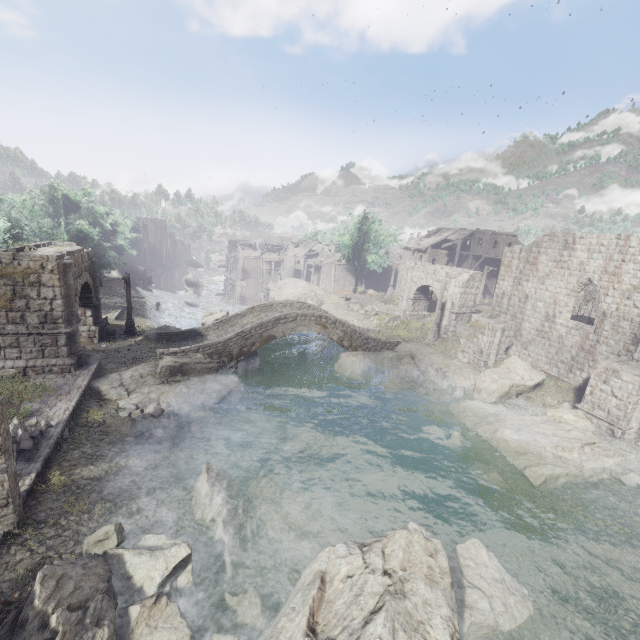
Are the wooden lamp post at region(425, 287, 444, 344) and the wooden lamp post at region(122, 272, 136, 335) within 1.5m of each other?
no

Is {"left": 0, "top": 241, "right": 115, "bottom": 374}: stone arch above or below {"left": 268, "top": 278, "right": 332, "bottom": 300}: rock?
above

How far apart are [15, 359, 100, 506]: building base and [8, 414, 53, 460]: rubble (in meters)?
0.01

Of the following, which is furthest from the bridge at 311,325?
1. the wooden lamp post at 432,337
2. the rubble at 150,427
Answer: the rubble at 150,427

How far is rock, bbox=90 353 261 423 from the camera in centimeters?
1656cm

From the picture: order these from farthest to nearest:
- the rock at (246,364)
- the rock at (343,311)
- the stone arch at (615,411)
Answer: the rock at (343,311) < the rock at (246,364) < the stone arch at (615,411)

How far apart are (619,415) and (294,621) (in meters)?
18.82

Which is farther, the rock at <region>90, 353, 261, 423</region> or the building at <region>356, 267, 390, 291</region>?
the building at <region>356, 267, 390, 291</region>
